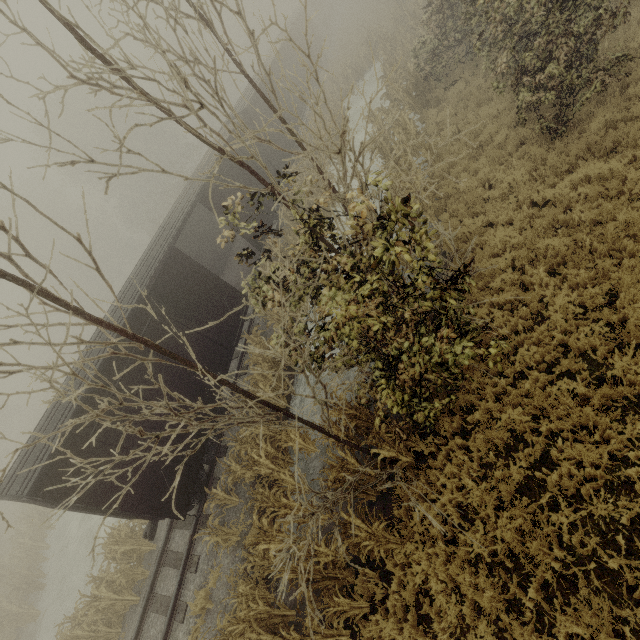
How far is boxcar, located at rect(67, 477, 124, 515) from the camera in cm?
732

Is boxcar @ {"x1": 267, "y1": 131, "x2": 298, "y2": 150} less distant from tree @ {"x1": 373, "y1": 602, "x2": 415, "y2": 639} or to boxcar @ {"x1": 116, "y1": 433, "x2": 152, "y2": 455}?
boxcar @ {"x1": 116, "y1": 433, "x2": 152, "y2": 455}

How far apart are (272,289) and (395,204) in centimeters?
258cm

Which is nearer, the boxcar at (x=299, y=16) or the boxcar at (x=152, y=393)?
the boxcar at (x=152, y=393)

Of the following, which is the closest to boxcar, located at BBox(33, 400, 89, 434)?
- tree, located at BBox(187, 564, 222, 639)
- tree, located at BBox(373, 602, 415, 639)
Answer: tree, located at BBox(187, 564, 222, 639)

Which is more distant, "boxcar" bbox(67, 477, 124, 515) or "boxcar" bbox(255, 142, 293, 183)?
"boxcar" bbox(255, 142, 293, 183)

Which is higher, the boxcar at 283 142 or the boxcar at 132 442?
the boxcar at 132 442

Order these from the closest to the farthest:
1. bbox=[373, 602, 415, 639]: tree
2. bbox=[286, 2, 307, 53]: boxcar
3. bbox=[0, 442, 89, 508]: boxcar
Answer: bbox=[373, 602, 415, 639]: tree < bbox=[0, 442, 89, 508]: boxcar < bbox=[286, 2, 307, 53]: boxcar
